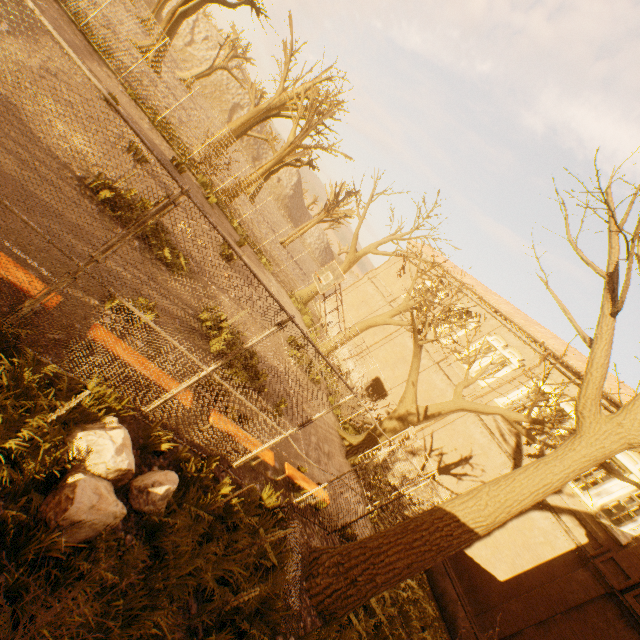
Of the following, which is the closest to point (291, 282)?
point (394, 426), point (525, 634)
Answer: point (394, 426)

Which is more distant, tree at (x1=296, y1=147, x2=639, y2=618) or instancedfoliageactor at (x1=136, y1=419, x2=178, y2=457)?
tree at (x1=296, y1=147, x2=639, y2=618)

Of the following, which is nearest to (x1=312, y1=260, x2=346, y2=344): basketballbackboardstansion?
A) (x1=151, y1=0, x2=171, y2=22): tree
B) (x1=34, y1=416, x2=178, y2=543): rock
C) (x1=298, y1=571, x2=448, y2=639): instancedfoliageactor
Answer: (x1=151, y1=0, x2=171, y2=22): tree

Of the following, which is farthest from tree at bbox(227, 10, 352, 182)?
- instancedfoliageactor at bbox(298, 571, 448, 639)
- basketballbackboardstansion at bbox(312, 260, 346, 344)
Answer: basketballbackboardstansion at bbox(312, 260, 346, 344)

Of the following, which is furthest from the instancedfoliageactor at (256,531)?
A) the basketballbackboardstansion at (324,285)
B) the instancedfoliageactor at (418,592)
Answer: the basketballbackboardstansion at (324,285)

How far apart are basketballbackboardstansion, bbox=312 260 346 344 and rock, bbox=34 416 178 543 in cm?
902

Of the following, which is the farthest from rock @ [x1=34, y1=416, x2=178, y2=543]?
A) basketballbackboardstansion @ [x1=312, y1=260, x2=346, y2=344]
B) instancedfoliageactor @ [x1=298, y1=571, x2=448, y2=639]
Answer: basketballbackboardstansion @ [x1=312, y1=260, x2=346, y2=344]

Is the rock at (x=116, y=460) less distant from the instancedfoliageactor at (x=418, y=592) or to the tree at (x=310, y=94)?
the tree at (x=310, y=94)
